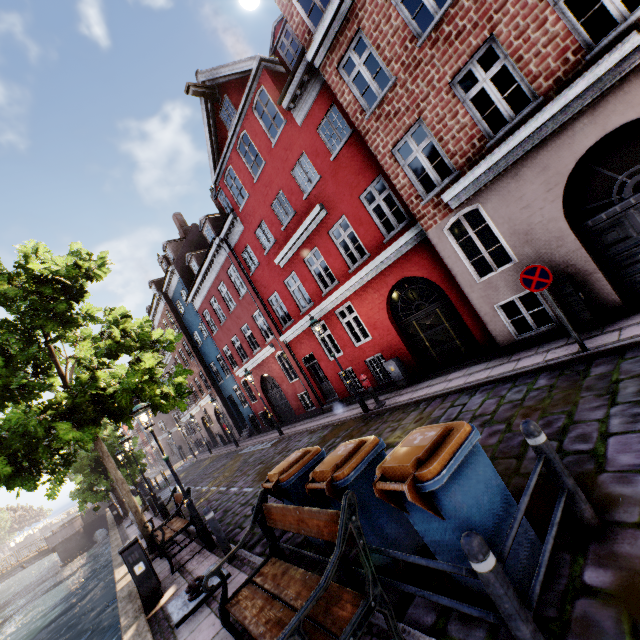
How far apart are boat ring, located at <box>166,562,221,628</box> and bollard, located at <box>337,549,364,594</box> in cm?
326

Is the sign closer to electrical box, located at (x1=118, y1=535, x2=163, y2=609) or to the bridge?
electrical box, located at (x1=118, y1=535, x2=163, y2=609)

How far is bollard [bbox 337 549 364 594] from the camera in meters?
3.5 m

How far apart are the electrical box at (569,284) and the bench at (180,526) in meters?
9.9 m

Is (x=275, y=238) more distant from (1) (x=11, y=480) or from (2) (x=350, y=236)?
(1) (x=11, y=480)

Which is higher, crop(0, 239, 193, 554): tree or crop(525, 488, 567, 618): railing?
crop(0, 239, 193, 554): tree

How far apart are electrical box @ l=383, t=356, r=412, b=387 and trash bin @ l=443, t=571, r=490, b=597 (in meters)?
8.13

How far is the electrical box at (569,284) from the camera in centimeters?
688cm
